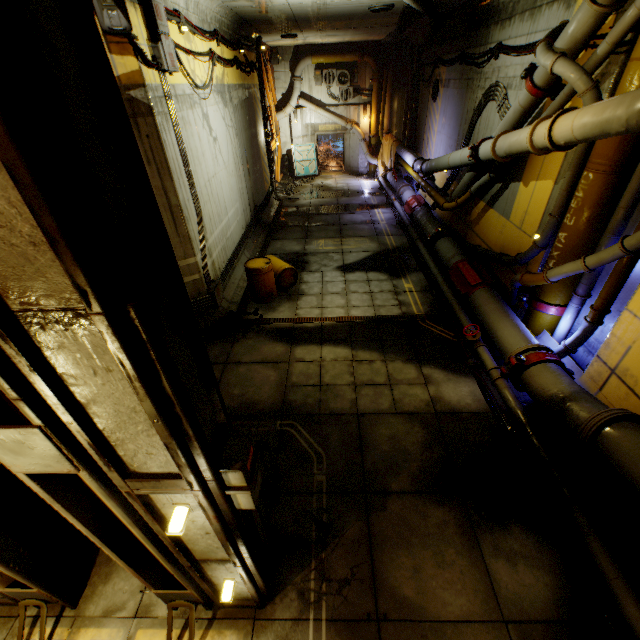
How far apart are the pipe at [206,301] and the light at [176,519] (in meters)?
5.99

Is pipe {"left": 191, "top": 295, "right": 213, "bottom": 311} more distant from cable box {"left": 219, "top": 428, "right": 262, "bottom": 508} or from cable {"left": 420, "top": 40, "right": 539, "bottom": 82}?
cable {"left": 420, "top": 40, "right": 539, "bottom": 82}

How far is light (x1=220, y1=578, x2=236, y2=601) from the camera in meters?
3.4

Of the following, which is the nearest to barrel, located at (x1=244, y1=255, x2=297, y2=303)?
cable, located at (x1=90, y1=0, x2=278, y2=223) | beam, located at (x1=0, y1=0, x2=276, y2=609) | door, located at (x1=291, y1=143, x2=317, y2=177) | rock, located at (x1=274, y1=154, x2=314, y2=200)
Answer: cable, located at (x1=90, y1=0, x2=278, y2=223)

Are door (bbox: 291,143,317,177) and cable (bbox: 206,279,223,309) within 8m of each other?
no

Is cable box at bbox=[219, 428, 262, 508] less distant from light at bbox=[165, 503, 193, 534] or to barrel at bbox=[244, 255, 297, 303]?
light at bbox=[165, 503, 193, 534]

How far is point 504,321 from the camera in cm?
722

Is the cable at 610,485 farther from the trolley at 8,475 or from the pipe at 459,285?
the trolley at 8,475
